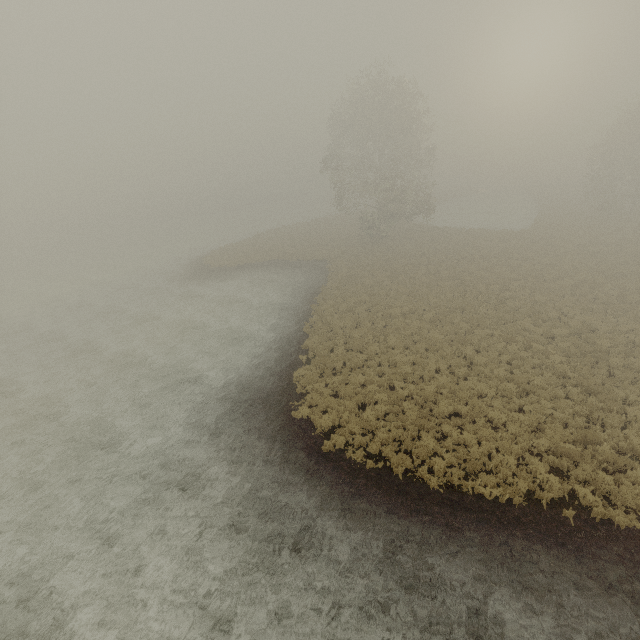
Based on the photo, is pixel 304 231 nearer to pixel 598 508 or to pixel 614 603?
pixel 598 508
